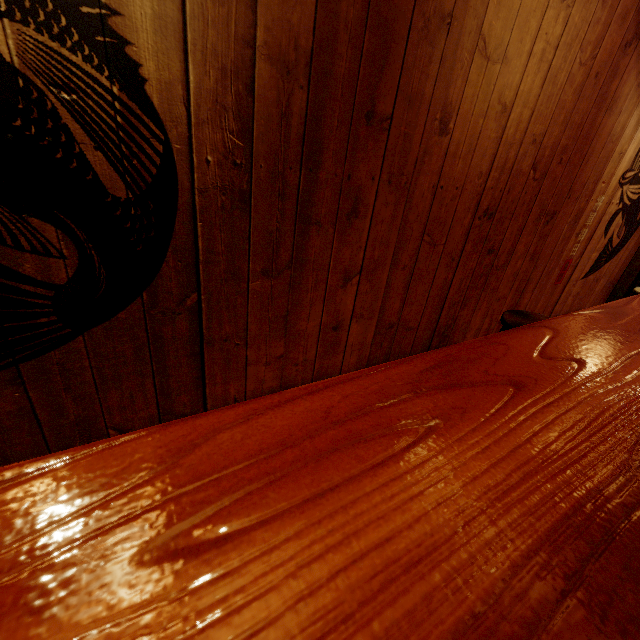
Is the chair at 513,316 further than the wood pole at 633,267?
No

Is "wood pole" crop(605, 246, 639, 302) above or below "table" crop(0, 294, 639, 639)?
below

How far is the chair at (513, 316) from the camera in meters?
3.7 m

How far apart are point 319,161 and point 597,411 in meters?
2.4 m

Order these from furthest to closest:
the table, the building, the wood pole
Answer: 1. the wood pole
2. the building
3. the table

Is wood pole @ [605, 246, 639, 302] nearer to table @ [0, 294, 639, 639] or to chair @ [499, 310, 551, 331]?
table @ [0, 294, 639, 639]

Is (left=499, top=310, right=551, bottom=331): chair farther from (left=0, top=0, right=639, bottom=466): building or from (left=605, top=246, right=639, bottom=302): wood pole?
(left=605, top=246, right=639, bottom=302): wood pole
